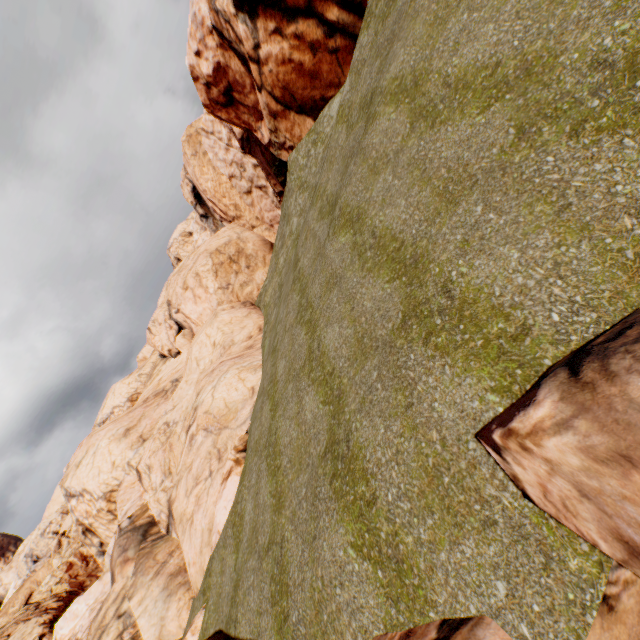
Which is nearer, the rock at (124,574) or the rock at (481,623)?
the rock at (481,623)

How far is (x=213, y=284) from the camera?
32.94m

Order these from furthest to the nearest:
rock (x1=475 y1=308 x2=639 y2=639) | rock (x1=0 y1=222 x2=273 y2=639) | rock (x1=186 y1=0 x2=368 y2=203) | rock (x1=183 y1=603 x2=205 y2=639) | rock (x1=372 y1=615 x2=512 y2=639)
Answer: rock (x1=186 y1=0 x2=368 y2=203), rock (x1=0 y1=222 x2=273 y2=639), rock (x1=183 y1=603 x2=205 y2=639), rock (x1=372 y1=615 x2=512 y2=639), rock (x1=475 y1=308 x2=639 y2=639)

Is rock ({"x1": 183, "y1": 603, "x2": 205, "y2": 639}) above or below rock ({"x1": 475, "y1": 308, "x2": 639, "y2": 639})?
below

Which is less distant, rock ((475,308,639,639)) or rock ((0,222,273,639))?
rock ((475,308,639,639))
